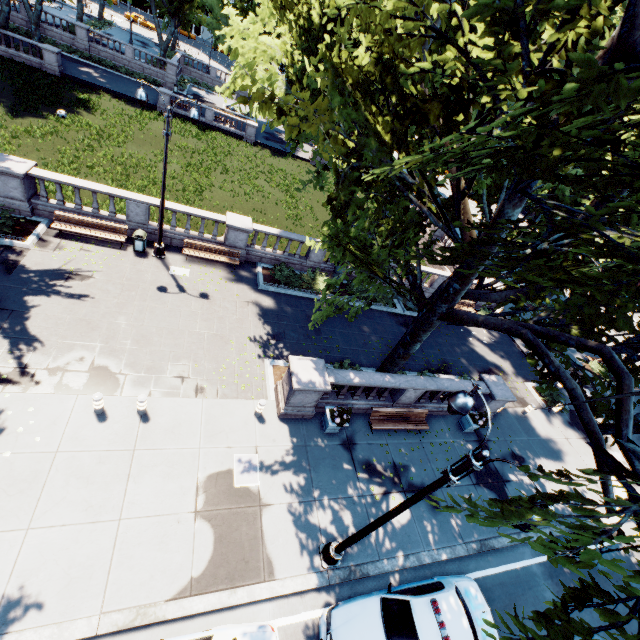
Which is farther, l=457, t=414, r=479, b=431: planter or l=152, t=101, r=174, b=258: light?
l=457, t=414, r=479, b=431: planter

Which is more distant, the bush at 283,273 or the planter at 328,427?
the bush at 283,273

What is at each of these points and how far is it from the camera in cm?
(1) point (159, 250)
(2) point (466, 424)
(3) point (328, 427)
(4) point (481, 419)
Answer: (1) light, 1636
(2) planter, 1538
(3) planter, 1240
(4) plant, 1520

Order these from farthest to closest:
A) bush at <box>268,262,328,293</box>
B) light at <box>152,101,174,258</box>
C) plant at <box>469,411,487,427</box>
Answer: bush at <box>268,262,328,293</box>
plant at <box>469,411,487,427</box>
light at <box>152,101,174,258</box>

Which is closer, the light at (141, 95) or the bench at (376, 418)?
the light at (141, 95)

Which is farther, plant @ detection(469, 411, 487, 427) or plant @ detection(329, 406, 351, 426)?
plant @ detection(469, 411, 487, 427)

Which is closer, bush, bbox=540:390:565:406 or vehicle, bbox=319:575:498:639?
vehicle, bbox=319:575:498:639

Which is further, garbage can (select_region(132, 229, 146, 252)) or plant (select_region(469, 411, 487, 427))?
garbage can (select_region(132, 229, 146, 252))
